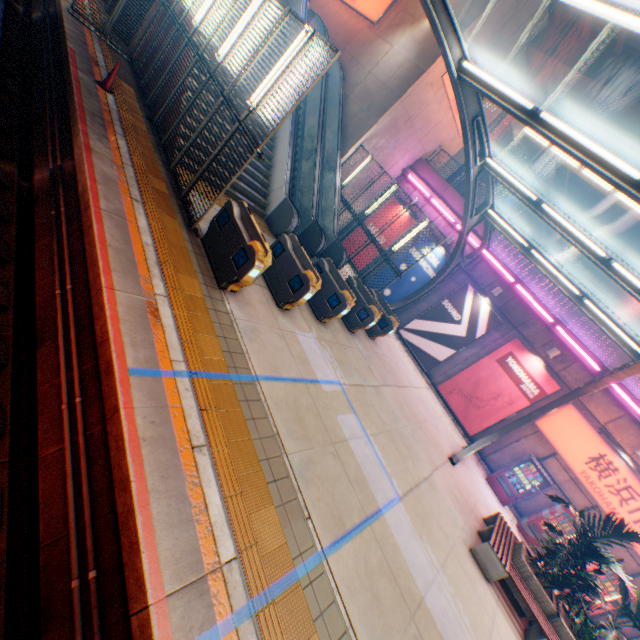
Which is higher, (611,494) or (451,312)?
(611,494)

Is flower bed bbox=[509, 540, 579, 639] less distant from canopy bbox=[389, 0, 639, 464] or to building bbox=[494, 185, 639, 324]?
canopy bbox=[389, 0, 639, 464]

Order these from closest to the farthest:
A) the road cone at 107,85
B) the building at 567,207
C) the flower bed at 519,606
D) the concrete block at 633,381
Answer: the flower bed at 519,606 < the road cone at 107,85 < the concrete block at 633,381 < the building at 567,207

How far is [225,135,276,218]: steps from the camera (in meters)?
11.59

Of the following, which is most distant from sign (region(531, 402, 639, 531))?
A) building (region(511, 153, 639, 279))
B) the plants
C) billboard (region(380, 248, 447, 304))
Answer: building (region(511, 153, 639, 279))

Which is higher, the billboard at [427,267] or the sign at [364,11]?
the sign at [364,11]

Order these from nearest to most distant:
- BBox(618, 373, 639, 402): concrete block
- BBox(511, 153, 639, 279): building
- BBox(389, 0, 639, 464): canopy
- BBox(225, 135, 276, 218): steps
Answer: BBox(389, 0, 639, 464): canopy < BBox(225, 135, 276, 218): steps < BBox(618, 373, 639, 402): concrete block < BBox(511, 153, 639, 279): building

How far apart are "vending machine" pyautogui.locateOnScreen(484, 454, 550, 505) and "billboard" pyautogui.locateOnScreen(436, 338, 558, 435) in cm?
156
